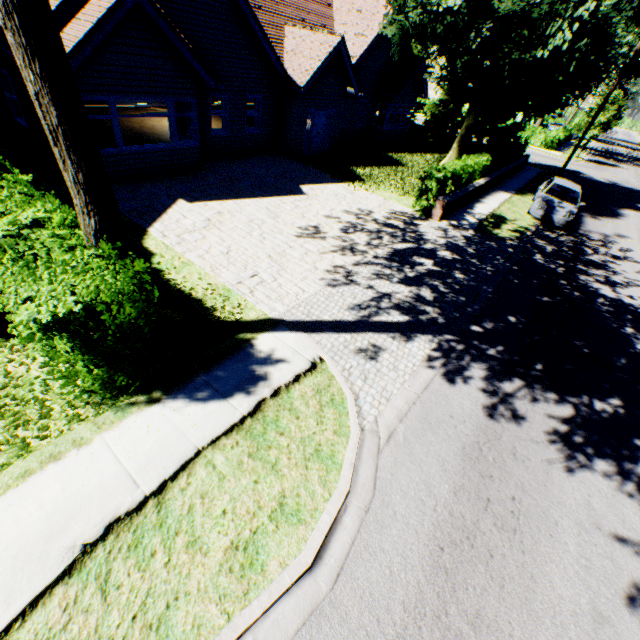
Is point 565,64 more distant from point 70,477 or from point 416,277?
point 70,477

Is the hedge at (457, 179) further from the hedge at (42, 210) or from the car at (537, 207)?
the hedge at (42, 210)

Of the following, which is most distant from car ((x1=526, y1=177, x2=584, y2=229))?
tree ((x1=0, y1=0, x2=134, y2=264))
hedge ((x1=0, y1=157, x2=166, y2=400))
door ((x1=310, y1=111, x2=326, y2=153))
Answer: door ((x1=310, y1=111, x2=326, y2=153))

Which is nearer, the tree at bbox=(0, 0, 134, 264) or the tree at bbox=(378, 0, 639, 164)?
the tree at bbox=(0, 0, 134, 264)

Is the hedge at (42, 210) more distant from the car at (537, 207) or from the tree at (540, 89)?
the car at (537, 207)

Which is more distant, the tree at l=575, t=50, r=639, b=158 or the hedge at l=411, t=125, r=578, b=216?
the tree at l=575, t=50, r=639, b=158

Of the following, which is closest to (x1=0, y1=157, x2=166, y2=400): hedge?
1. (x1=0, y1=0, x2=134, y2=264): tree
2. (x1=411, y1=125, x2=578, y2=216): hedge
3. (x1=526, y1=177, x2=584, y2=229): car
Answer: (x1=0, y1=0, x2=134, y2=264): tree
